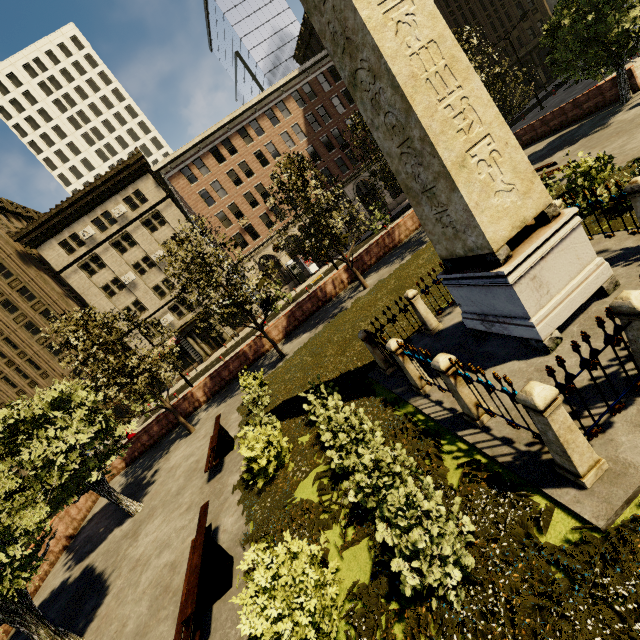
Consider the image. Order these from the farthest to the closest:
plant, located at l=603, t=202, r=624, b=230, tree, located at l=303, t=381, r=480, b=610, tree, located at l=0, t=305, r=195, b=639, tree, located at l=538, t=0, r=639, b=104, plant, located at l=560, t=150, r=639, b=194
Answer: tree, located at l=538, t=0, r=639, b=104, plant, located at l=560, t=150, r=639, b=194, plant, located at l=603, t=202, r=624, b=230, tree, located at l=0, t=305, r=195, b=639, tree, located at l=303, t=381, r=480, b=610

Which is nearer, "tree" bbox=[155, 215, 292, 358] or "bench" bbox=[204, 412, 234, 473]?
"bench" bbox=[204, 412, 234, 473]

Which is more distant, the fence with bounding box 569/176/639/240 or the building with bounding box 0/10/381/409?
the building with bounding box 0/10/381/409

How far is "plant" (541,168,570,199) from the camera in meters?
11.1 m

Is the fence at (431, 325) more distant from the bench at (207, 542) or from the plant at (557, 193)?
the bench at (207, 542)

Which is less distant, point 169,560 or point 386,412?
point 386,412

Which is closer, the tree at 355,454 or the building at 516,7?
the tree at 355,454

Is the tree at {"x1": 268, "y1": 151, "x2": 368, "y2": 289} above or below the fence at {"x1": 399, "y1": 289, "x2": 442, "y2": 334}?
above
